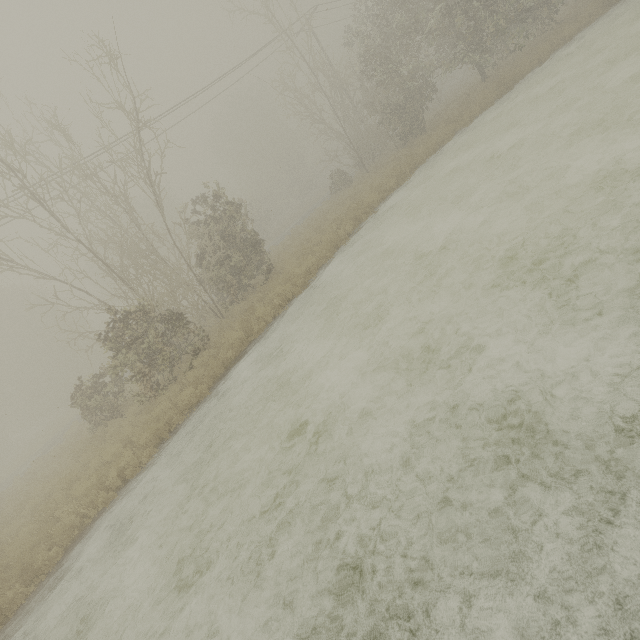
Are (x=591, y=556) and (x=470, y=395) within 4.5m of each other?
yes
